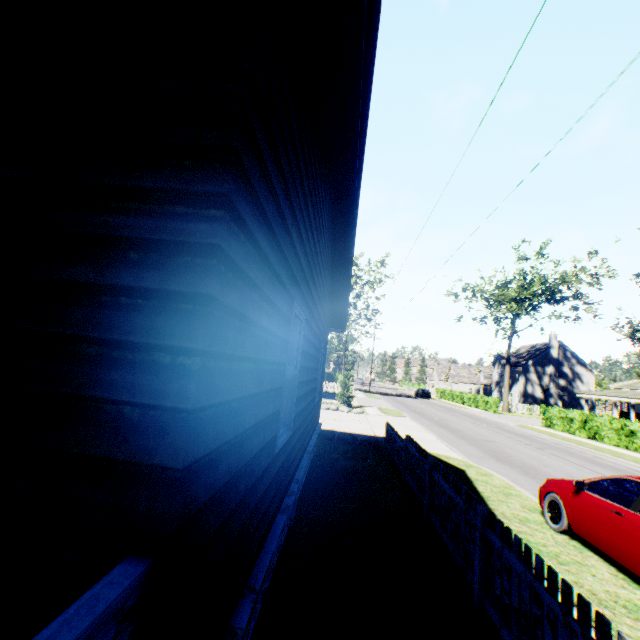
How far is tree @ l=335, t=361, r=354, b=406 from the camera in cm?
2583

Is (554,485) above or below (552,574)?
below

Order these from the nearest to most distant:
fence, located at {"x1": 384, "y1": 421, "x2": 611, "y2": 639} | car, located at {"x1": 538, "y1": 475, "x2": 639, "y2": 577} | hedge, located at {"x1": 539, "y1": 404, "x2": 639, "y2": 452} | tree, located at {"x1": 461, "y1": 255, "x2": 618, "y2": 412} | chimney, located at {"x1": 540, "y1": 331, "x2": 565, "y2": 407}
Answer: fence, located at {"x1": 384, "y1": 421, "x2": 611, "y2": 639} → car, located at {"x1": 538, "y1": 475, "x2": 639, "y2": 577} → hedge, located at {"x1": 539, "y1": 404, "x2": 639, "y2": 452} → tree, located at {"x1": 461, "y1": 255, "x2": 618, "y2": 412} → chimney, located at {"x1": 540, "y1": 331, "x2": 565, "y2": 407}

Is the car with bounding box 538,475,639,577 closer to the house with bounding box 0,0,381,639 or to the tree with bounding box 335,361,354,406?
the house with bounding box 0,0,381,639

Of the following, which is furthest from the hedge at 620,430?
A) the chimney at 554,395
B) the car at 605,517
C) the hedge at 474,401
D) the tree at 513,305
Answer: the chimney at 554,395

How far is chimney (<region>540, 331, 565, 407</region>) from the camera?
47.88m

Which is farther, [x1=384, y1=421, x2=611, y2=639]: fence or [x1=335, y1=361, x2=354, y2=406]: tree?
[x1=335, y1=361, x2=354, y2=406]: tree

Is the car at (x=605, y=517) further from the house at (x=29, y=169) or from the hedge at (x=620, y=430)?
the hedge at (x=620, y=430)
